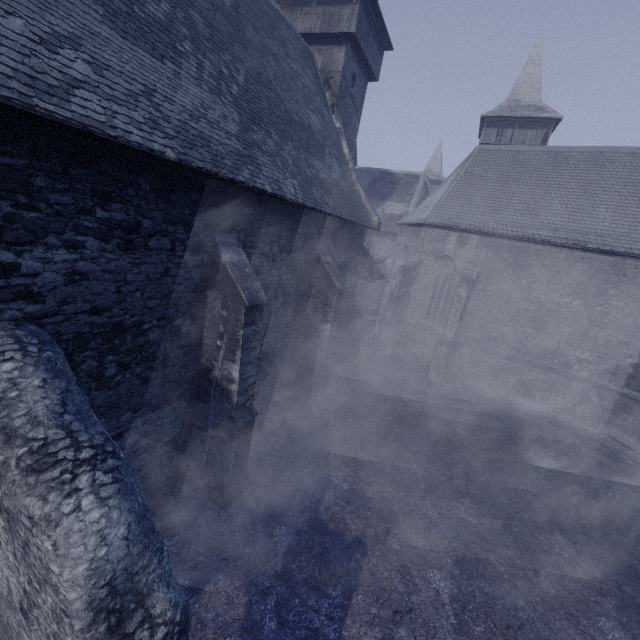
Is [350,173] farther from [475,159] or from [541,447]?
[541,447]
